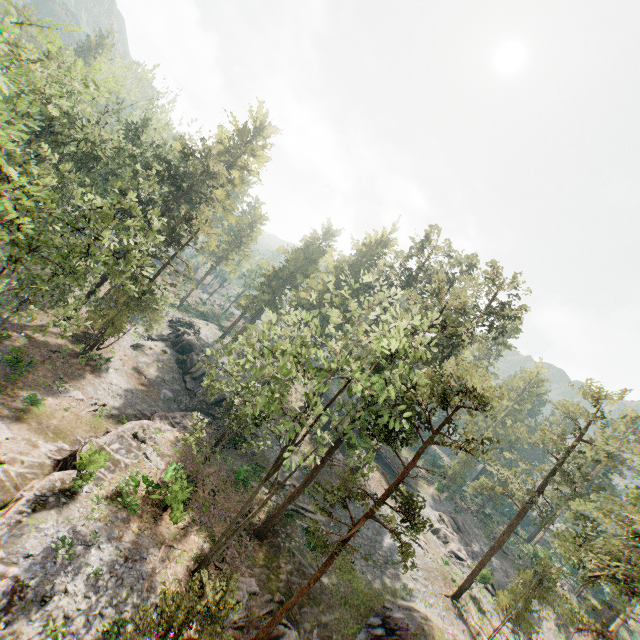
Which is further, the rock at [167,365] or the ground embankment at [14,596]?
the rock at [167,365]

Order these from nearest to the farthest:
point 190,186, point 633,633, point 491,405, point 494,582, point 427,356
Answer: point 427,356 < point 491,405 < point 190,186 < point 494,582 < point 633,633

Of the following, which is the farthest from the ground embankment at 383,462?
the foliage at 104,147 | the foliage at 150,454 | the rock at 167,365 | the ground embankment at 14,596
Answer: the foliage at 150,454

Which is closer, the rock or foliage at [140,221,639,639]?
foliage at [140,221,639,639]

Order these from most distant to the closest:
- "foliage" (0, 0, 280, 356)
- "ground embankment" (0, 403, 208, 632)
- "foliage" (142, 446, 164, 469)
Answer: "foliage" (142, 446, 164, 469)
"foliage" (0, 0, 280, 356)
"ground embankment" (0, 403, 208, 632)

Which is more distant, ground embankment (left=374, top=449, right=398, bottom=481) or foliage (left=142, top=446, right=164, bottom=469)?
ground embankment (left=374, top=449, right=398, bottom=481)

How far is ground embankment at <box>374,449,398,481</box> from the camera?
51.6m

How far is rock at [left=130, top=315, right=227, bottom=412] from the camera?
37.6m
